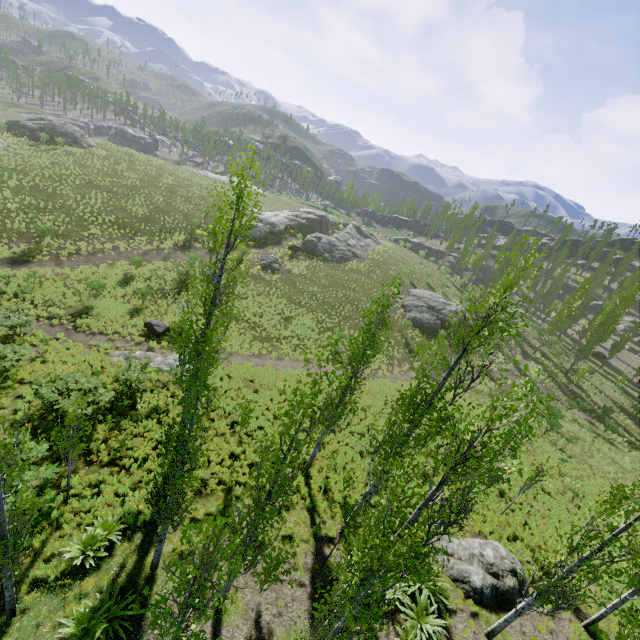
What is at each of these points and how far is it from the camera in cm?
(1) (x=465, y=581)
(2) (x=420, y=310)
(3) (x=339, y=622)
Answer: (1) rock, 1187
(2) rock, 4212
(3) instancedfoliageactor, 579

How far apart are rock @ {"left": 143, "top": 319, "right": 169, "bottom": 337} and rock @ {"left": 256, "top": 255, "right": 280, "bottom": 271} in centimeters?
1542cm

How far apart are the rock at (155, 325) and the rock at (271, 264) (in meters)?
15.42

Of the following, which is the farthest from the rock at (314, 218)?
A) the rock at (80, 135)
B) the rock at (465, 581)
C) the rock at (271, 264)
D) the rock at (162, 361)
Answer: the rock at (80, 135)

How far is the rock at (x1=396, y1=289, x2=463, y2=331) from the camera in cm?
4006

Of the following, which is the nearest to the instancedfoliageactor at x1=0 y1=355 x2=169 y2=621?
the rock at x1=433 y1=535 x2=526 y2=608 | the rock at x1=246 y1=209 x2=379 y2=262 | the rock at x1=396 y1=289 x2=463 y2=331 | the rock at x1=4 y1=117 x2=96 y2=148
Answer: the rock at x1=246 y1=209 x2=379 y2=262

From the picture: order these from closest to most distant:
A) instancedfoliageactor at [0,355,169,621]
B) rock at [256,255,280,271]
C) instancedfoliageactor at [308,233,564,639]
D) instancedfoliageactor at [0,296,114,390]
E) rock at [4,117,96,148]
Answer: instancedfoliageactor at [308,233,564,639]
instancedfoliageactor at [0,355,169,621]
instancedfoliageactor at [0,296,114,390]
rock at [256,255,280,271]
rock at [4,117,96,148]

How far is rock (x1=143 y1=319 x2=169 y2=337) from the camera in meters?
23.4 m
